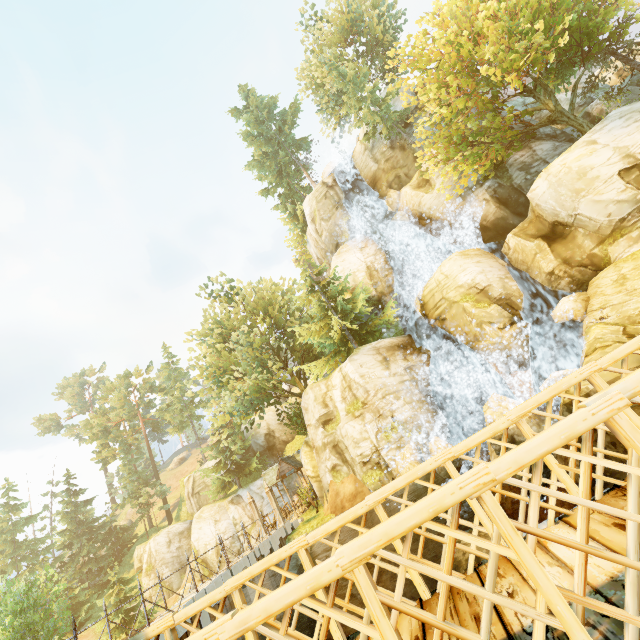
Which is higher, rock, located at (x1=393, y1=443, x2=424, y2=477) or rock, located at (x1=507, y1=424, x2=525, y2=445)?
rock, located at (x1=393, y1=443, x2=424, y2=477)

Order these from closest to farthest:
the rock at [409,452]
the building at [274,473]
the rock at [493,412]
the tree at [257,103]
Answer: the rock at [493,412]
the rock at [409,452]
the tree at [257,103]
the building at [274,473]

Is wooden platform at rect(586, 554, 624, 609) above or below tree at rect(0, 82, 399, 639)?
below

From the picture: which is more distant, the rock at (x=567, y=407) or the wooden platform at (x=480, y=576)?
the rock at (x=567, y=407)

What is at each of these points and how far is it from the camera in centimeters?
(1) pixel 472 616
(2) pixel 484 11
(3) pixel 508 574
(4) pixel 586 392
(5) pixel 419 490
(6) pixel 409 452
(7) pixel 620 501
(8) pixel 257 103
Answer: (1) wooden platform, 242cm
(2) tree, 1495cm
(3) wooden platform, 265cm
(4) rock, 1143cm
(5) rock, 1468cm
(6) rock, 1597cm
(7) wooden platform, 271cm
(8) tree, 4259cm

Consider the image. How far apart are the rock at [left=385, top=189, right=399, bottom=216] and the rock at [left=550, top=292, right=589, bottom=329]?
15.1 meters

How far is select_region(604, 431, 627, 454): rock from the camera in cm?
1053
